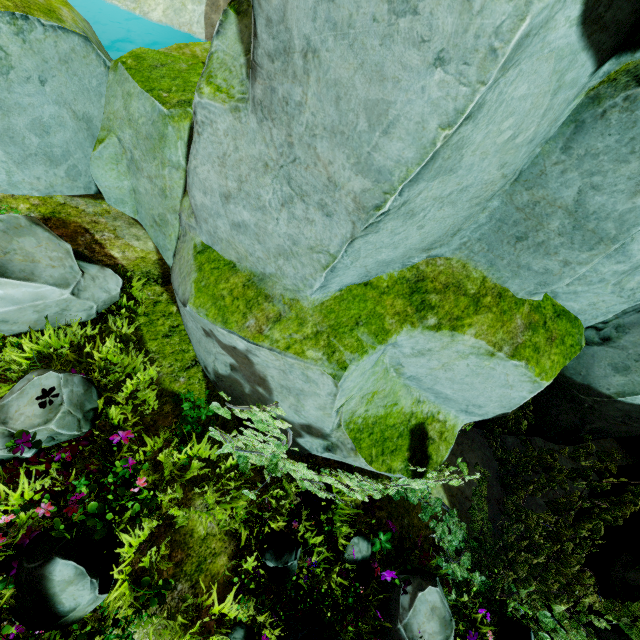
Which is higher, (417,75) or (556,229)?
(417,75)

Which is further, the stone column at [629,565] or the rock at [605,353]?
the stone column at [629,565]

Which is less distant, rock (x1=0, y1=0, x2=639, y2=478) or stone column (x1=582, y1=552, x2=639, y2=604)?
rock (x1=0, y1=0, x2=639, y2=478)
